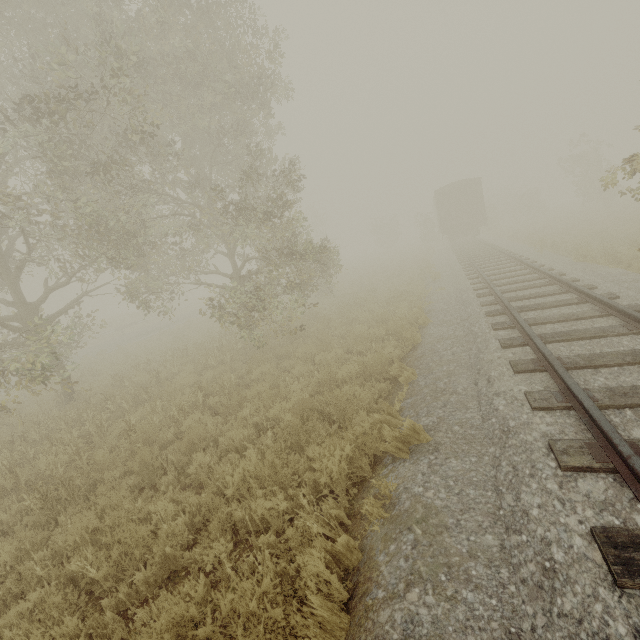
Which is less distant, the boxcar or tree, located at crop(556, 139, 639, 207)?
tree, located at crop(556, 139, 639, 207)

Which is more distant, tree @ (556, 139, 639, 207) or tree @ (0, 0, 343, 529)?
tree @ (0, 0, 343, 529)

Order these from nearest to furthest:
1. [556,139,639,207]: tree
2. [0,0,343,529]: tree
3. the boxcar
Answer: [556,139,639,207]: tree
[0,0,343,529]: tree
the boxcar

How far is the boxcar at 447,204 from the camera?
25.1m

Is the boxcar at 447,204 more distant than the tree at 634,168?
Yes

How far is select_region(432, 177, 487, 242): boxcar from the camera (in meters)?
25.14

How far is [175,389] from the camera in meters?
8.7
